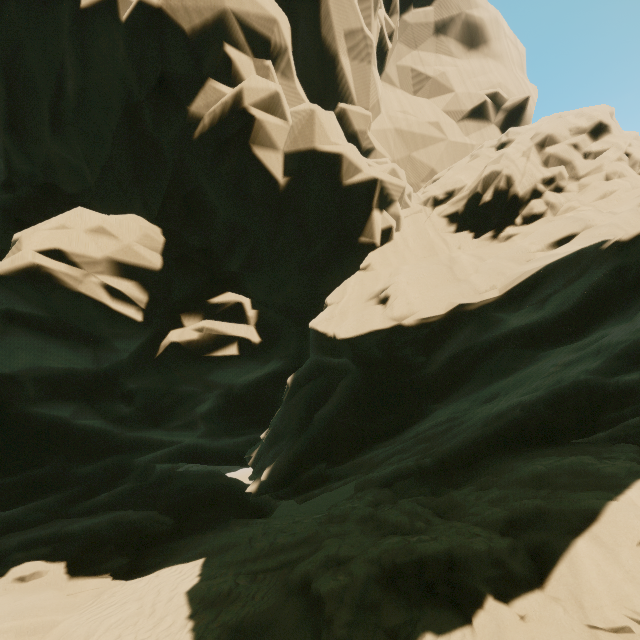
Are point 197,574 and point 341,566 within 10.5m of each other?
yes
